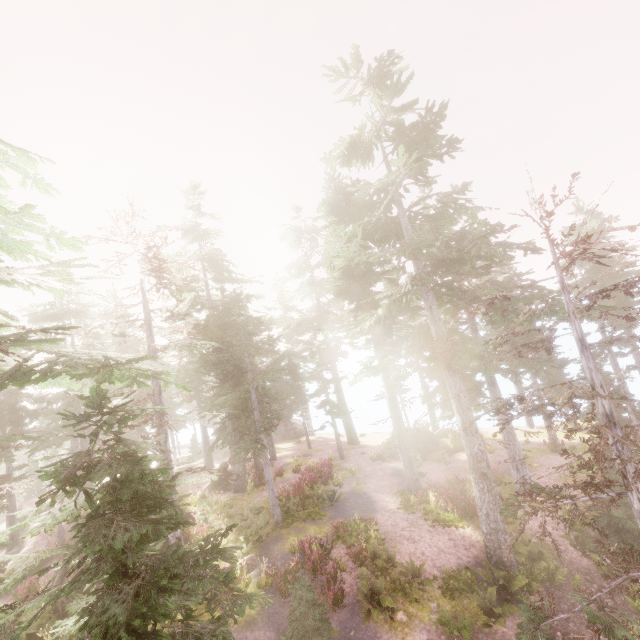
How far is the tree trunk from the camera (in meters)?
25.05

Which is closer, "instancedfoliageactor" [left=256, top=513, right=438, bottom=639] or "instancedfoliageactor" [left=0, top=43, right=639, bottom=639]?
"instancedfoliageactor" [left=0, top=43, right=639, bottom=639]

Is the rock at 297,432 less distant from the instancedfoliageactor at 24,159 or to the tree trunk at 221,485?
the instancedfoliageactor at 24,159

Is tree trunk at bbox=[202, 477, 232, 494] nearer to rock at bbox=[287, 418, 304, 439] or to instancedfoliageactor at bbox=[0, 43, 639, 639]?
instancedfoliageactor at bbox=[0, 43, 639, 639]

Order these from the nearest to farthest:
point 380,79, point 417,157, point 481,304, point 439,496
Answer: point 417,157 < point 481,304 < point 380,79 < point 439,496

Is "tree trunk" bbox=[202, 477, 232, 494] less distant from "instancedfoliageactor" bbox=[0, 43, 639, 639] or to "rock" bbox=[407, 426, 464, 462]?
"instancedfoliageactor" bbox=[0, 43, 639, 639]

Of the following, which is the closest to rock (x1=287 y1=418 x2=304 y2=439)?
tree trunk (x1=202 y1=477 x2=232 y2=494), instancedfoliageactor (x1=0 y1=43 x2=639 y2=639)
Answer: instancedfoliageactor (x1=0 y1=43 x2=639 y2=639)

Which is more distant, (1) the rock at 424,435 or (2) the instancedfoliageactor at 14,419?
(1) the rock at 424,435
